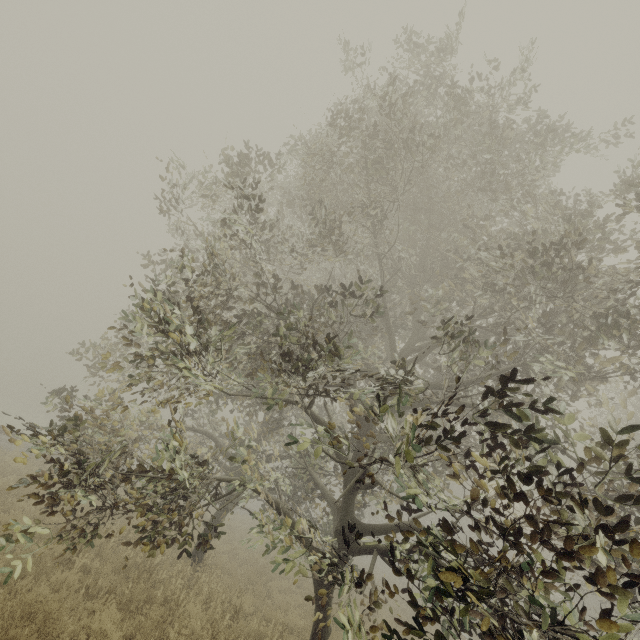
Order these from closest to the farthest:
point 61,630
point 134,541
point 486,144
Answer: point 61,630
point 134,541
point 486,144
